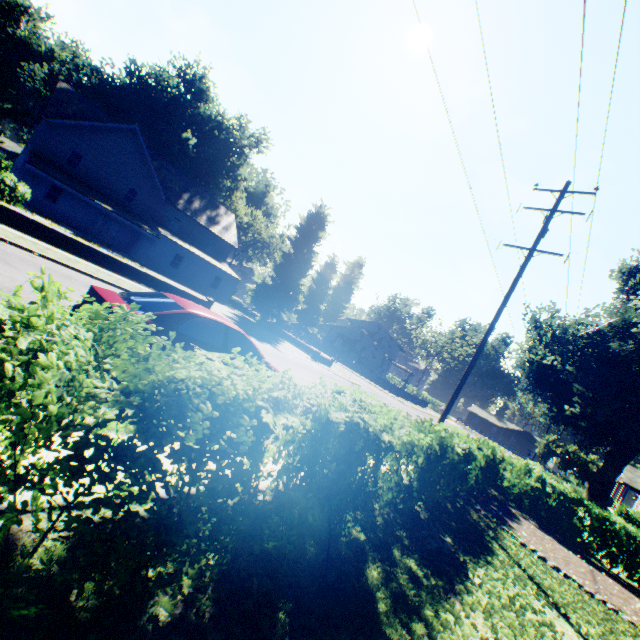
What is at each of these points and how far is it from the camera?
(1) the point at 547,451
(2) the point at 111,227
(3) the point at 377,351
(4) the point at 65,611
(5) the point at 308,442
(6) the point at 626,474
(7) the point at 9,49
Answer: (1) tree, 55.2 meters
(2) door, 32.0 meters
(3) house, 53.1 meters
(4) plant, 2.0 meters
(5) hedge, 3.2 meters
(6) house, 36.4 meters
(7) plant, 49.0 meters

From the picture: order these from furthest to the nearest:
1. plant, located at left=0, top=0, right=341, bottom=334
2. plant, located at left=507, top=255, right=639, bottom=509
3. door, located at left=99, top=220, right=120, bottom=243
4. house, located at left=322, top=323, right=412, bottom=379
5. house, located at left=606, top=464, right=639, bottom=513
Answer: house, located at left=322, top=323, right=412, bottom=379
plant, located at left=0, top=0, right=341, bottom=334
house, located at left=606, top=464, right=639, bottom=513
door, located at left=99, top=220, right=120, bottom=243
plant, located at left=507, top=255, right=639, bottom=509

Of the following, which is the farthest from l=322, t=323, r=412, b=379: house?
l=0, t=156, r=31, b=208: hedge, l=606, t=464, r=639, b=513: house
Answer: l=606, t=464, r=639, b=513: house

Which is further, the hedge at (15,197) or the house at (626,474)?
the house at (626,474)

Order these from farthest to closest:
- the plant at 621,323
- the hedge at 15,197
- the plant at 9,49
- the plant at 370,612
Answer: the plant at 9,49 → the plant at 621,323 → the hedge at 15,197 → the plant at 370,612

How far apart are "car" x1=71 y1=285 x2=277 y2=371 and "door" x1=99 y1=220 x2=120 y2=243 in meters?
31.0

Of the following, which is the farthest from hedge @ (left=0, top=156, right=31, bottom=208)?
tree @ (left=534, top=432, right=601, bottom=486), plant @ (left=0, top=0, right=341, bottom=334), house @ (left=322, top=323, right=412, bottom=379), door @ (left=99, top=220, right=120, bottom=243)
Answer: tree @ (left=534, top=432, right=601, bottom=486)

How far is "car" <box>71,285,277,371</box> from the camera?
5.5m
